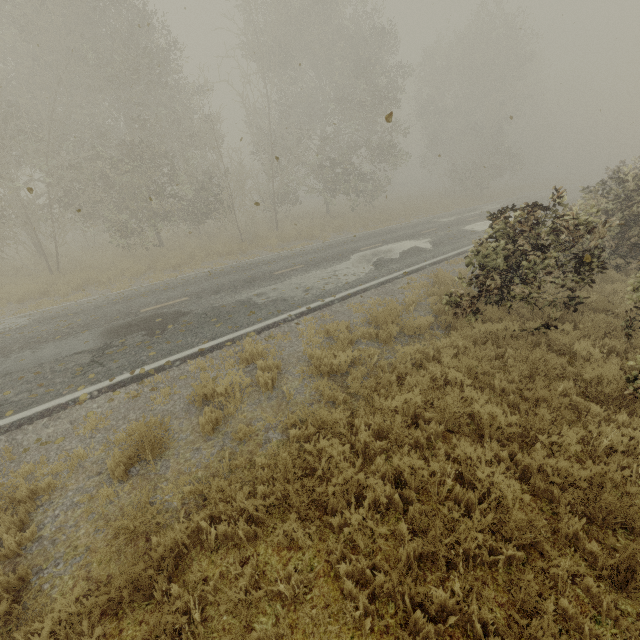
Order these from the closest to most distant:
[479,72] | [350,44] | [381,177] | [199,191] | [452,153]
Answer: [199,191], [350,44], [479,72], [452,153], [381,177]
